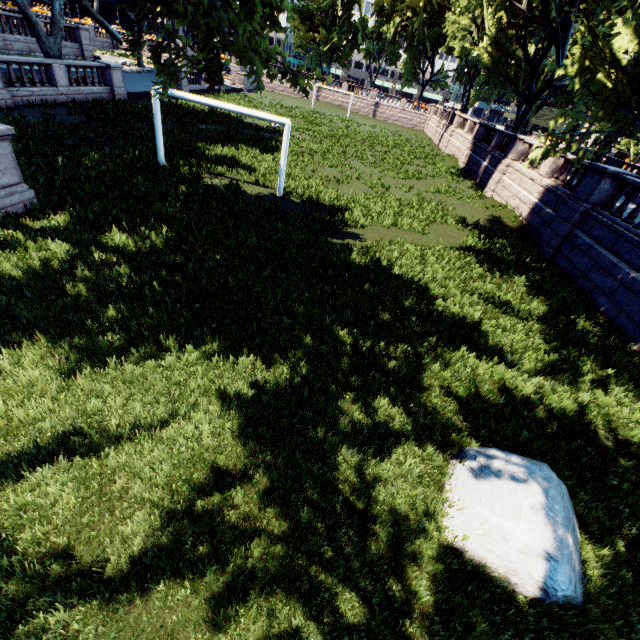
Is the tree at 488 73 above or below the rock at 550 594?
above

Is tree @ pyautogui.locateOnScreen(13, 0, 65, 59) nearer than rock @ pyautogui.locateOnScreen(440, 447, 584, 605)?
No

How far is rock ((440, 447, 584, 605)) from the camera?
4.2m

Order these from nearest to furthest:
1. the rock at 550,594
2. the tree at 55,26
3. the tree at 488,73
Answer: the rock at 550,594, the tree at 488,73, the tree at 55,26

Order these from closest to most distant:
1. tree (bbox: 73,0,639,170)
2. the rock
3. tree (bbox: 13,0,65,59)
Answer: the rock < tree (bbox: 73,0,639,170) < tree (bbox: 13,0,65,59)

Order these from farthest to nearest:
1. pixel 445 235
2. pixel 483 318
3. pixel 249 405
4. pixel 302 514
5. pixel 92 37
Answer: pixel 92 37 < pixel 445 235 < pixel 483 318 < pixel 249 405 < pixel 302 514

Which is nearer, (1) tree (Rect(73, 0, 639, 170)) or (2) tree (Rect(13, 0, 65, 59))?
(1) tree (Rect(73, 0, 639, 170))

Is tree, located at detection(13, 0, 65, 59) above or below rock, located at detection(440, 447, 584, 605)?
above
